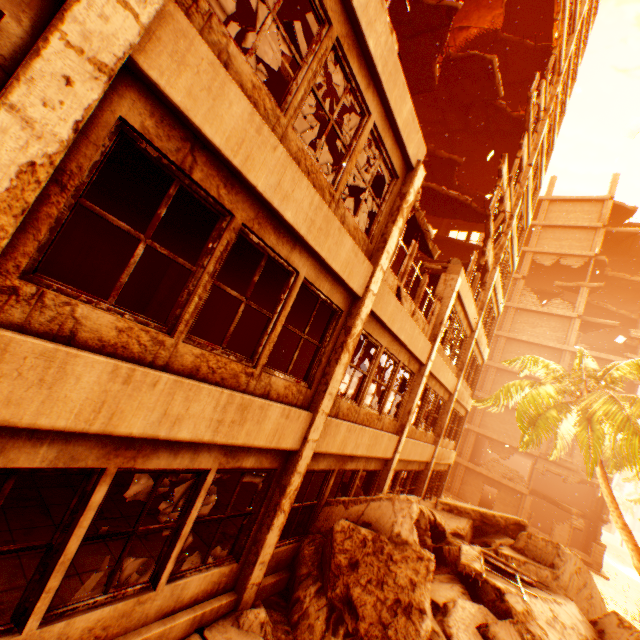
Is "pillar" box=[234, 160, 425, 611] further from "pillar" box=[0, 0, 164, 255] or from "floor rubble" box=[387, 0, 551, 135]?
"pillar" box=[0, 0, 164, 255]

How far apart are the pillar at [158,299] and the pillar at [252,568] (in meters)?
6.63

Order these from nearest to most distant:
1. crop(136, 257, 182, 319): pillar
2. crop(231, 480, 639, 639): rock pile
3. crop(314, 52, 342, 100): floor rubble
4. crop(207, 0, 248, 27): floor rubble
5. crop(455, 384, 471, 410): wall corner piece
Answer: crop(231, 480, 639, 639): rock pile
crop(136, 257, 182, 319): pillar
crop(207, 0, 248, 27): floor rubble
crop(314, 52, 342, 100): floor rubble
crop(455, 384, 471, 410): wall corner piece

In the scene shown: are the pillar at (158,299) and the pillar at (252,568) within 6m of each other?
no

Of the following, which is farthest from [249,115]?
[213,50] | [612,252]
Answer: [612,252]

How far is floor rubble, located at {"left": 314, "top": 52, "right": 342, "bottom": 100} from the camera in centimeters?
1309cm

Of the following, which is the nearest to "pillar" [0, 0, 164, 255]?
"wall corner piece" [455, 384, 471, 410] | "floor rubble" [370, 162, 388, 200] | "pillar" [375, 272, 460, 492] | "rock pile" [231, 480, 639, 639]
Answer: "rock pile" [231, 480, 639, 639]

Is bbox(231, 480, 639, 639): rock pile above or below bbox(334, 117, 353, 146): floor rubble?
below
